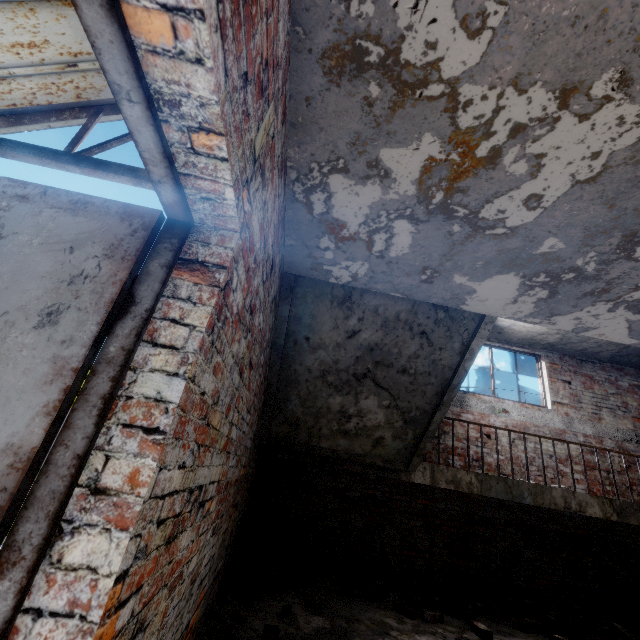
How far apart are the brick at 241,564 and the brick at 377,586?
0.9 meters

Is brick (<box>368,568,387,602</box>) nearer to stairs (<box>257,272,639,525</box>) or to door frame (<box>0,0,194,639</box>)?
stairs (<box>257,272,639,525</box>)

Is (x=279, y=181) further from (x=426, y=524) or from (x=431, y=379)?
(x=426, y=524)

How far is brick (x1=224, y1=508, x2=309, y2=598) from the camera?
3.62m

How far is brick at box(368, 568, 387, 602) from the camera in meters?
4.2

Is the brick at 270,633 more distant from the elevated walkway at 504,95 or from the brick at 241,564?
the elevated walkway at 504,95

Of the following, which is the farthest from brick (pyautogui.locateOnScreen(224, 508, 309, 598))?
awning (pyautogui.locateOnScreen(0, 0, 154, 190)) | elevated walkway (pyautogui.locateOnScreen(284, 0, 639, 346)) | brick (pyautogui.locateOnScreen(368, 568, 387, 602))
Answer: awning (pyautogui.locateOnScreen(0, 0, 154, 190))

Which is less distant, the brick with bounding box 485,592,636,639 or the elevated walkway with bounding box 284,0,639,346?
the elevated walkway with bounding box 284,0,639,346
